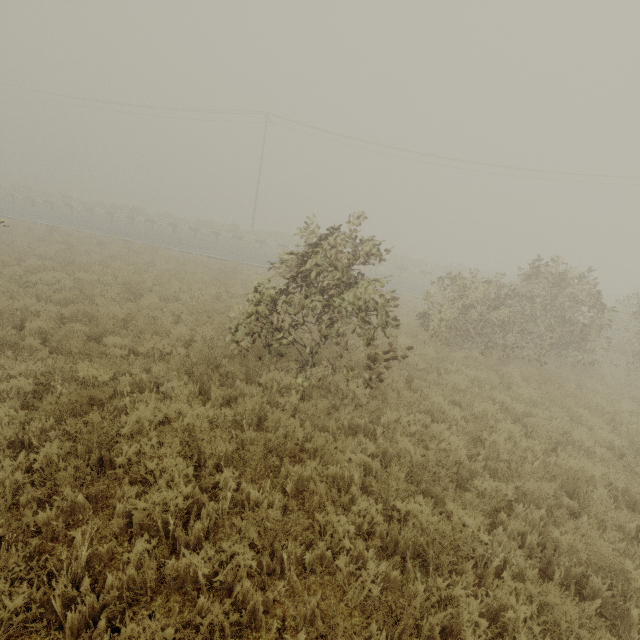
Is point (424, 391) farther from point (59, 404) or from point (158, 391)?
point (59, 404)
